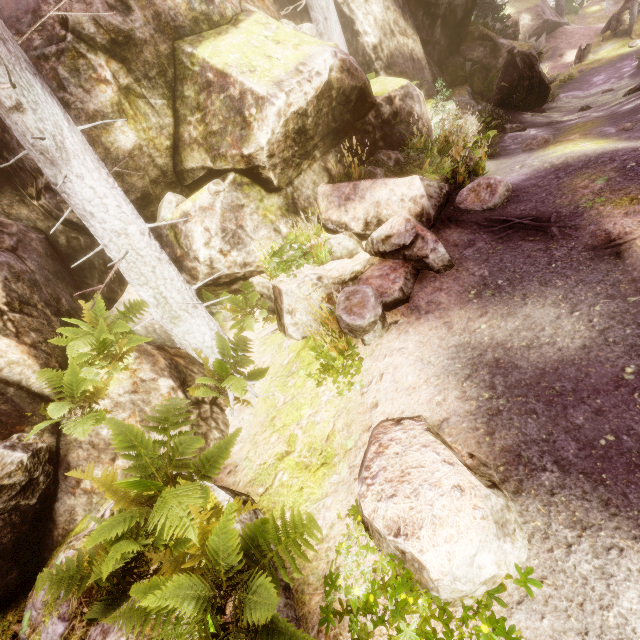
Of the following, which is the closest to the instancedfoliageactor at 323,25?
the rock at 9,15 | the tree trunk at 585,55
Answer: the rock at 9,15

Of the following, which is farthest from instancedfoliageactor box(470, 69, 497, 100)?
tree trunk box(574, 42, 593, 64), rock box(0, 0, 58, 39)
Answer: tree trunk box(574, 42, 593, 64)

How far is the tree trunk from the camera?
24.7m

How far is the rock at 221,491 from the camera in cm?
371

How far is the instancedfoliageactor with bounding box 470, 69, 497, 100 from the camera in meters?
13.5

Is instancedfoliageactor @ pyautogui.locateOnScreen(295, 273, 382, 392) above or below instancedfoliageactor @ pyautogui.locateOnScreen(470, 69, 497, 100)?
below

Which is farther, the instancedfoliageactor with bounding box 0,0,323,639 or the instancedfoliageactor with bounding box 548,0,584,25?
the instancedfoliageactor with bounding box 548,0,584,25

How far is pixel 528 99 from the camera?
16.27m
